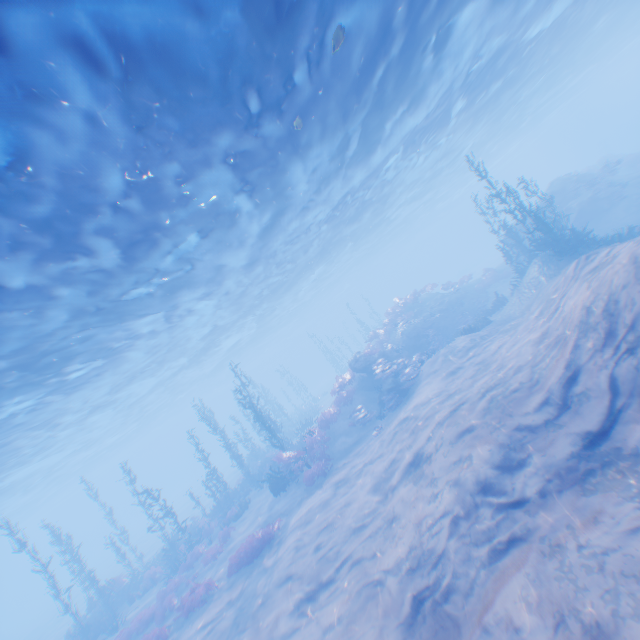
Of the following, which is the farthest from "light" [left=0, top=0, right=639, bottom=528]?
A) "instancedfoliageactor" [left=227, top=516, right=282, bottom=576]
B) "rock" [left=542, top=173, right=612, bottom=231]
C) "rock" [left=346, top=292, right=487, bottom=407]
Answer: "instancedfoliageactor" [left=227, top=516, right=282, bottom=576]

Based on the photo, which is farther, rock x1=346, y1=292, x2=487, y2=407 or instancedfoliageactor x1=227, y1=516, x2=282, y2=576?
rock x1=346, y1=292, x2=487, y2=407

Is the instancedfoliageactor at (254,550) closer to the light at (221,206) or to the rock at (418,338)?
the rock at (418,338)

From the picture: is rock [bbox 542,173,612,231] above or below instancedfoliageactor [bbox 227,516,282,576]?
above

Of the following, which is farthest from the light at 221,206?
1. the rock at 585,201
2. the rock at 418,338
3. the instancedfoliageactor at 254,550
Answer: the instancedfoliageactor at 254,550

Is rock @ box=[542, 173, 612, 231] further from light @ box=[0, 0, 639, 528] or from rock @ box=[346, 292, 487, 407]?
rock @ box=[346, 292, 487, 407]

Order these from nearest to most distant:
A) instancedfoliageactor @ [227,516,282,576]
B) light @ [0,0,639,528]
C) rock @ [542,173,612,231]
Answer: light @ [0,0,639,528] < instancedfoliageactor @ [227,516,282,576] < rock @ [542,173,612,231]

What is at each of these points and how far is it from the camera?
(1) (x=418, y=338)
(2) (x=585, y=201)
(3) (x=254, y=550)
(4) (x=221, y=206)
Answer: (1) rock, 23.7 meters
(2) rock, 22.3 meters
(3) instancedfoliageactor, 13.9 meters
(4) light, 13.4 meters
